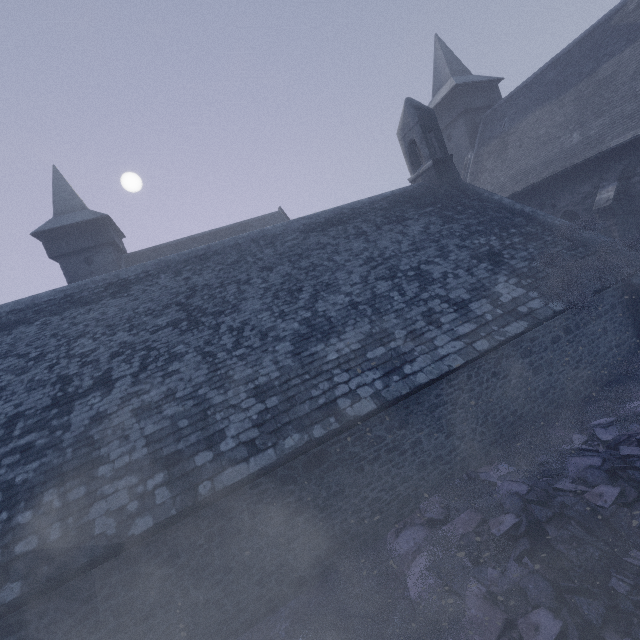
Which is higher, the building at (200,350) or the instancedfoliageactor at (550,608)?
the building at (200,350)

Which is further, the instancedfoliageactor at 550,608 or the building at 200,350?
the building at 200,350

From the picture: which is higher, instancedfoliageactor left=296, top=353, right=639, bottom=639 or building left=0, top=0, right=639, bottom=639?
building left=0, top=0, right=639, bottom=639

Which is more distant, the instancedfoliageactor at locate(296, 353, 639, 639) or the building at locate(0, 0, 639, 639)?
the building at locate(0, 0, 639, 639)

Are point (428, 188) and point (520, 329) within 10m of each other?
yes
